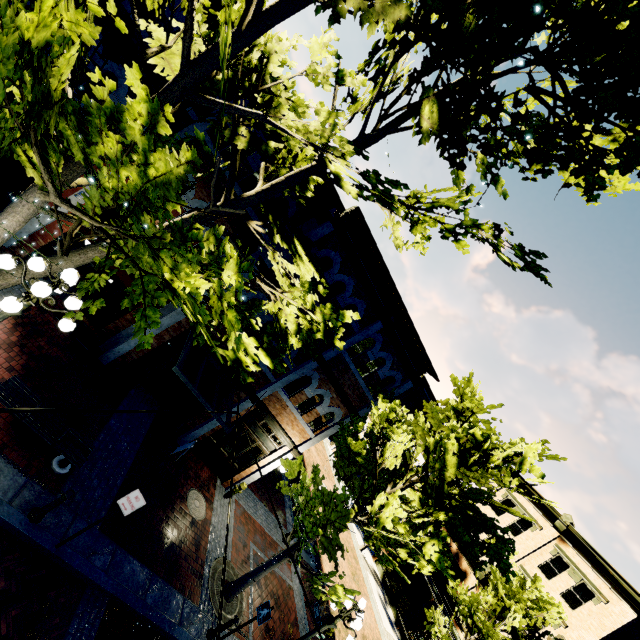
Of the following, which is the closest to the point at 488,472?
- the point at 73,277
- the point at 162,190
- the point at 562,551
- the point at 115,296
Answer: the point at 162,190

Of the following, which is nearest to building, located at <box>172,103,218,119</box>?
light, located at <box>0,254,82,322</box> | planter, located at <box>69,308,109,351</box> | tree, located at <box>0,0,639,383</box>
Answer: tree, located at <box>0,0,639,383</box>

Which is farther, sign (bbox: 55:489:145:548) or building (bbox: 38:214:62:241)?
building (bbox: 38:214:62:241)

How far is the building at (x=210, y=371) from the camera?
11.6 meters

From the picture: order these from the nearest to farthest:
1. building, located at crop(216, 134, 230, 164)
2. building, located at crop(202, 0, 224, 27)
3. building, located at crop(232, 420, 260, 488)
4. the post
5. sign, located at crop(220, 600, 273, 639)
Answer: the post < sign, located at crop(220, 600, 273, 639) < building, located at crop(202, 0, 224, 27) < building, located at crop(216, 134, 230, 164) < building, located at crop(232, 420, 260, 488)

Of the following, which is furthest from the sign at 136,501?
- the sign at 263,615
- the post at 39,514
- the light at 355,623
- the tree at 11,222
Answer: the light at 355,623

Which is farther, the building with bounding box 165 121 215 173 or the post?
the building with bounding box 165 121 215 173

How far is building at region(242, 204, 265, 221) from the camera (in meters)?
10.38
